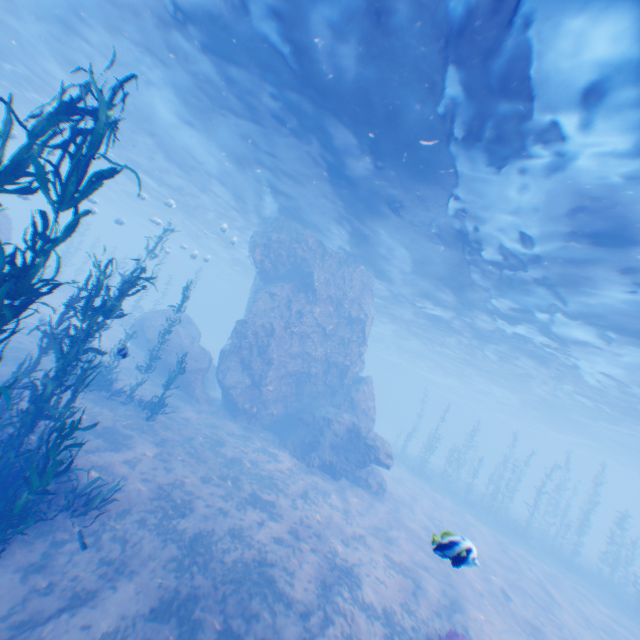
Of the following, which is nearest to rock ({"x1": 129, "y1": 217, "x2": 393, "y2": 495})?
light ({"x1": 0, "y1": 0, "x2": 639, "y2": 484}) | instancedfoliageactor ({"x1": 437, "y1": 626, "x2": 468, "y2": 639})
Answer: light ({"x1": 0, "y1": 0, "x2": 639, "y2": 484})

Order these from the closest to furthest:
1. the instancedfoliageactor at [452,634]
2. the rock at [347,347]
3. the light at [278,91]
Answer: the light at [278,91], the instancedfoliageactor at [452,634], the rock at [347,347]

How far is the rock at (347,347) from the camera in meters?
17.9 m

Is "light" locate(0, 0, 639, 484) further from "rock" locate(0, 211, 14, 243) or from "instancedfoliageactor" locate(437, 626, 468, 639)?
"instancedfoliageactor" locate(437, 626, 468, 639)

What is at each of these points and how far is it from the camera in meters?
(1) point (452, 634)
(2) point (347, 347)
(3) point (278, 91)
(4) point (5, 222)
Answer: (1) instancedfoliageactor, 8.0
(2) rock, 21.5
(3) light, 11.2
(4) rock, 18.3

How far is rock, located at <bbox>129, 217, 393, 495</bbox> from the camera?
17.9 meters
